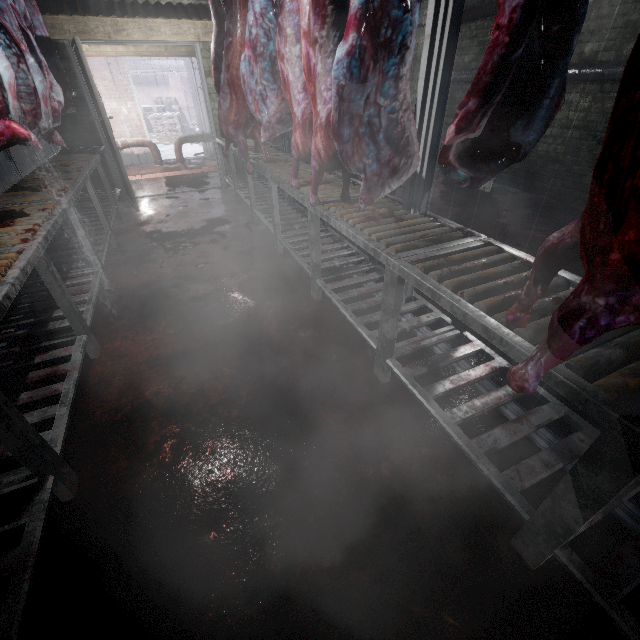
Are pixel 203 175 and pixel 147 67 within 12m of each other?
no

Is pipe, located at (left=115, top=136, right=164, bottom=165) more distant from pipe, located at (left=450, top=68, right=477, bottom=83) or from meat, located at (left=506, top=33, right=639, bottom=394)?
meat, located at (left=506, top=33, right=639, bottom=394)

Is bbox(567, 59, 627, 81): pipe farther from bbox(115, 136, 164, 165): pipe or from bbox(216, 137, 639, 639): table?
bbox(115, 136, 164, 165): pipe

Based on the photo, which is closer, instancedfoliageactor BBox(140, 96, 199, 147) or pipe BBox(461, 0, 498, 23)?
pipe BBox(461, 0, 498, 23)

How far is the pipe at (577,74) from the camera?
3.6 meters

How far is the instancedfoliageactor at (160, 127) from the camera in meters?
11.6 m

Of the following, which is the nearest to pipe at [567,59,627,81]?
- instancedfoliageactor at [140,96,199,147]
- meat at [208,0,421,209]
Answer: meat at [208,0,421,209]

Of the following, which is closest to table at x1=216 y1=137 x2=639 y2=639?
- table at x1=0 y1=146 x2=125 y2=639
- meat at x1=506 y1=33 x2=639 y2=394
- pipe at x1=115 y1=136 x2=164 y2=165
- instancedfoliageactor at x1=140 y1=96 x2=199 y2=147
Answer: meat at x1=506 y1=33 x2=639 y2=394
